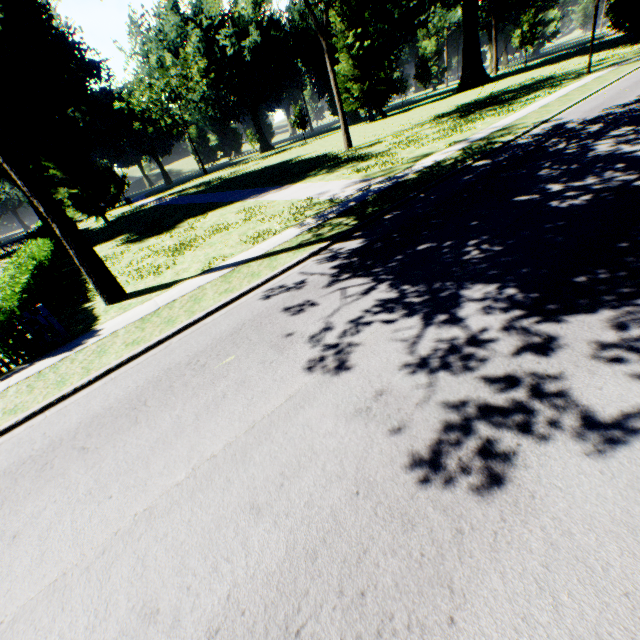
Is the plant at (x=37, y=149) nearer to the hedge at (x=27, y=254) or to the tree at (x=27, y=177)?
the tree at (x=27, y=177)

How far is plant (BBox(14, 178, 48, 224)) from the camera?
30.5m

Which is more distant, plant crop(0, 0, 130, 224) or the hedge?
plant crop(0, 0, 130, 224)

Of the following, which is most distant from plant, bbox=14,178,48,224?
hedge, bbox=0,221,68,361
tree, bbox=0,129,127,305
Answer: hedge, bbox=0,221,68,361

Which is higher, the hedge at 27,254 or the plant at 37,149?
the plant at 37,149

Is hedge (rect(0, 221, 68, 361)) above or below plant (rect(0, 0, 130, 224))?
below

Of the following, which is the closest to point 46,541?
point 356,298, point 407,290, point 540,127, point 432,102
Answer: point 356,298

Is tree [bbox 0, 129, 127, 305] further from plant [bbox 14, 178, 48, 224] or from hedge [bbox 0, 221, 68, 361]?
plant [bbox 14, 178, 48, 224]
